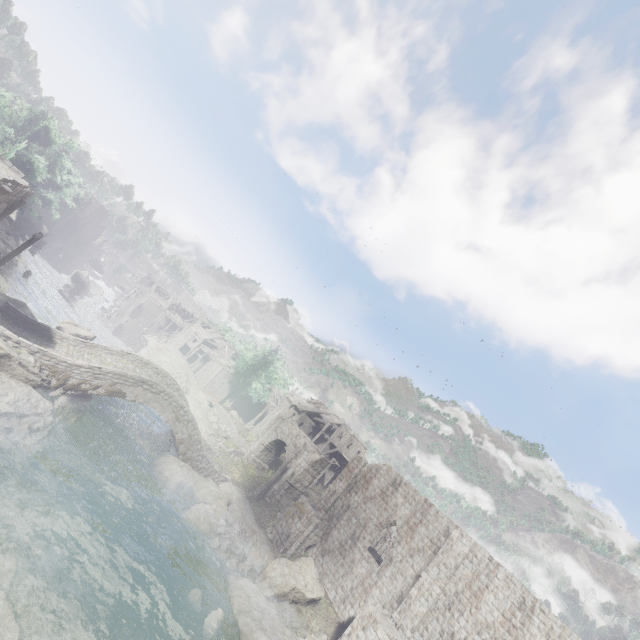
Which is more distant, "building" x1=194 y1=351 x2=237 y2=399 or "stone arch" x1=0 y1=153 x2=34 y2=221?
"building" x1=194 y1=351 x2=237 y2=399

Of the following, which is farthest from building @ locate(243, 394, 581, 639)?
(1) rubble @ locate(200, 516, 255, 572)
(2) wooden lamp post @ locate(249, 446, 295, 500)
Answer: (1) rubble @ locate(200, 516, 255, 572)

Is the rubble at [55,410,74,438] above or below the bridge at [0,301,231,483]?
below

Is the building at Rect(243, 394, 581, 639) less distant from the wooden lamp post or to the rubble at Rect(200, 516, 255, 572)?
the wooden lamp post

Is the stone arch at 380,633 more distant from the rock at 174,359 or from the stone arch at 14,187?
the rock at 174,359

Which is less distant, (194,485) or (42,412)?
(42,412)

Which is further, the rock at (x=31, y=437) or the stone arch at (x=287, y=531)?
the stone arch at (x=287, y=531)

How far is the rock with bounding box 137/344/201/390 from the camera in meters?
47.1
